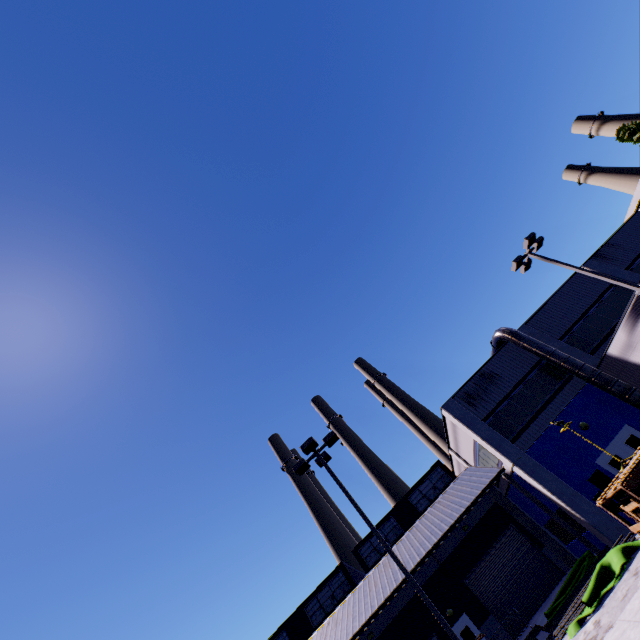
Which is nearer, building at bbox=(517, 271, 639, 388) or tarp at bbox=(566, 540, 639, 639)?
tarp at bbox=(566, 540, 639, 639)

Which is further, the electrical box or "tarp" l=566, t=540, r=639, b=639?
the electrical box

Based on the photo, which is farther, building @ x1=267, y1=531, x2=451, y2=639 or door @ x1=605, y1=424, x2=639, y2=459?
building @ x1=267, y1=531, x2=451, y2=639

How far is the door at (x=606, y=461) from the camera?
16.80m

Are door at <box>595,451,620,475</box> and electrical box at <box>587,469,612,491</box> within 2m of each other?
yes

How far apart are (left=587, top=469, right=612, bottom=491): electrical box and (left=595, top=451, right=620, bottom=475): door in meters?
0.2 m

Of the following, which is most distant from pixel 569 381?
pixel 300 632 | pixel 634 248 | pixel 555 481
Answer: pixel 300 632

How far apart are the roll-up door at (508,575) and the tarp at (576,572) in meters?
5.0 m
